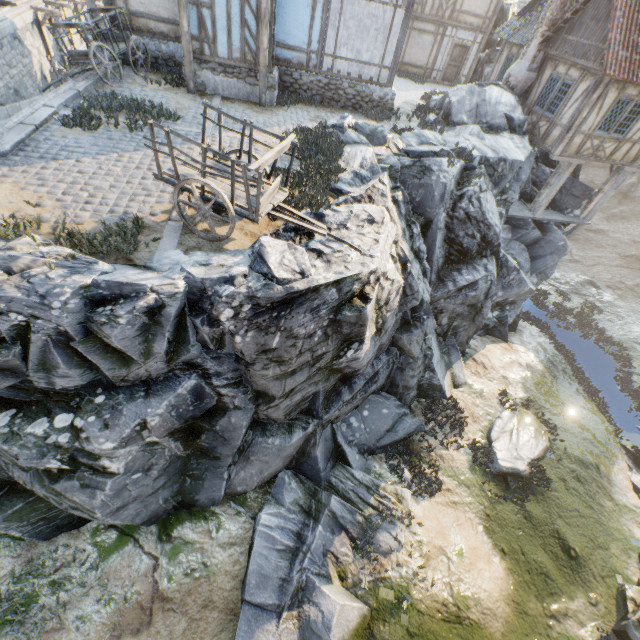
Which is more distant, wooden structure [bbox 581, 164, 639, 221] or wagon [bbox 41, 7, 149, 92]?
wooden structure [bbox 581, 164, 639, 221]

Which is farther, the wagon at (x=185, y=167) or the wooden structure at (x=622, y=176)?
the wooden structure at (x=622, y=176)

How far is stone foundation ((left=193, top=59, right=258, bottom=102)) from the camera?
11.7 meters

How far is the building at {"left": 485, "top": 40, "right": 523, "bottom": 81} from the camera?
17.6 meters

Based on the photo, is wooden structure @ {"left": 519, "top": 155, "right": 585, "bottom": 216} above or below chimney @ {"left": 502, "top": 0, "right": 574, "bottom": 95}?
below

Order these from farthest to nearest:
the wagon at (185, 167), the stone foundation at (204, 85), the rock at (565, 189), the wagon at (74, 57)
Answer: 1. the rock at (565, 189)
2. the stone foundation at (204, 85)
3. the wagon at (74, 57)
4. the wagon at (185, 167)

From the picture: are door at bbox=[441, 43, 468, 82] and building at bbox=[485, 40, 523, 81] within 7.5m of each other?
yes

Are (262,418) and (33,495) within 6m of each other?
yes
